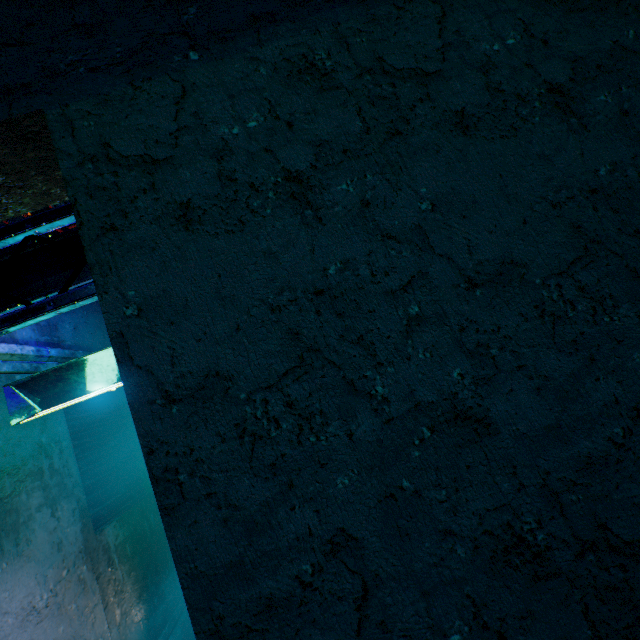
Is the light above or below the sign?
below

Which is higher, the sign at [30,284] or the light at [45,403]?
the sign at [30,284]

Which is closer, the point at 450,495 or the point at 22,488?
the point at 450,495

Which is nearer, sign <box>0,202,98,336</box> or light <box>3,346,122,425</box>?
sign <box>0,202,98,336</box>

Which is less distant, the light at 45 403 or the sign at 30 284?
the sign at 30 284
